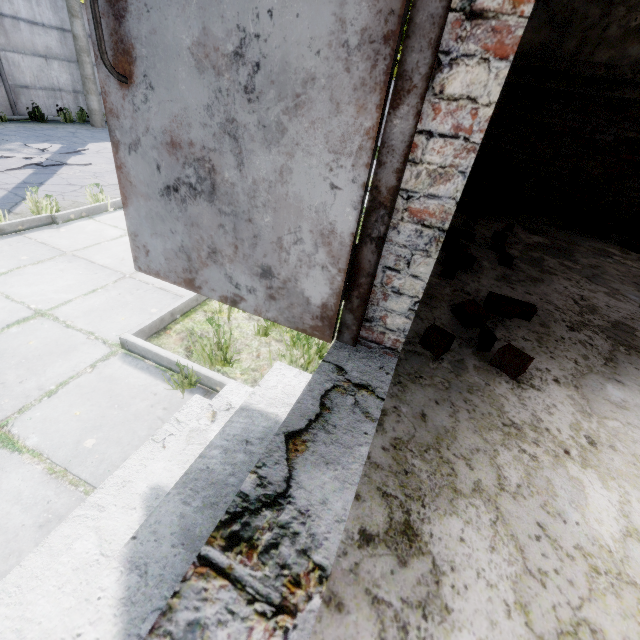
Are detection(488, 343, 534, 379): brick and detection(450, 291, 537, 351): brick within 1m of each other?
yes

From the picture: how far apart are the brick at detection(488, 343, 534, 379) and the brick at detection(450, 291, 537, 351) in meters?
0.1

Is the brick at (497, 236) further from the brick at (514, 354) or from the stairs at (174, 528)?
the stairs at (174, 528)

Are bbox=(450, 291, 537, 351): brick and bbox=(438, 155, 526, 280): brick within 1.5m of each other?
no

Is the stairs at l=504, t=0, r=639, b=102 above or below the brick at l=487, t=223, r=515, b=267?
above

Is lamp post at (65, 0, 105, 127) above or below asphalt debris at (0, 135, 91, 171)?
above

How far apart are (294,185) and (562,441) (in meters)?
1.40

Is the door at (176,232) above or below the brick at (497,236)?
above
